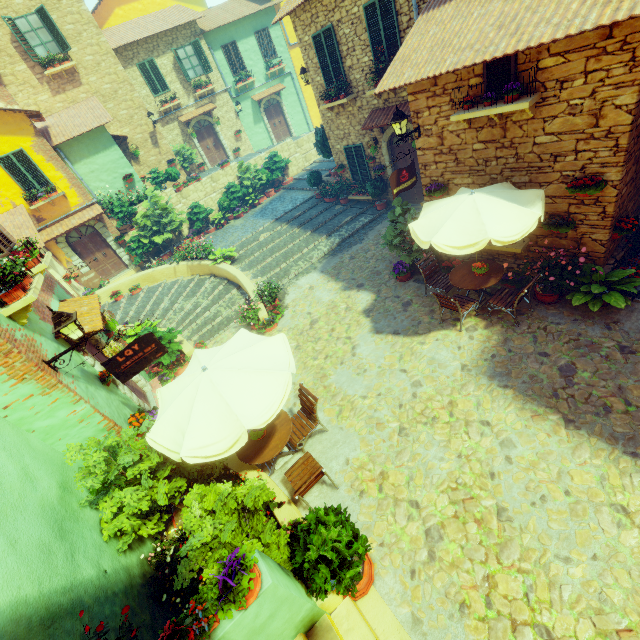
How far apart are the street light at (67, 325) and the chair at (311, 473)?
4.1m

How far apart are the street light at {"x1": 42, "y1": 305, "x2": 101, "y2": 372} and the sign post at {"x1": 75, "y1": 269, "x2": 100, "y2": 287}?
4.8 meters

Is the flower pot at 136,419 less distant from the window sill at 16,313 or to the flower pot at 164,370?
the window sill at 16,313

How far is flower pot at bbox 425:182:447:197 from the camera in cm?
833

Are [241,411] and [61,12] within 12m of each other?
no

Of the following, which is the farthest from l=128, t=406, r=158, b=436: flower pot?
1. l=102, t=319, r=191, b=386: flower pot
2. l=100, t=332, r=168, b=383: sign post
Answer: l=102, t=319, r=191, b=386: flower pot

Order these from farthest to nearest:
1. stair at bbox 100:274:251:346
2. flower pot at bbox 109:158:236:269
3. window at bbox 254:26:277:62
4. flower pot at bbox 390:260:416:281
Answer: window at bbox 254:26:277:62 < flower pot at bbox 109:158:236:269 < stair at bbox 100:274:251:346 < flower pot at bbox 390:260:416:281

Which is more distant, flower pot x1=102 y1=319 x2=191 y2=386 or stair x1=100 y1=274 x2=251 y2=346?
stair x1=100 y1=274 x2=251 y2=346
